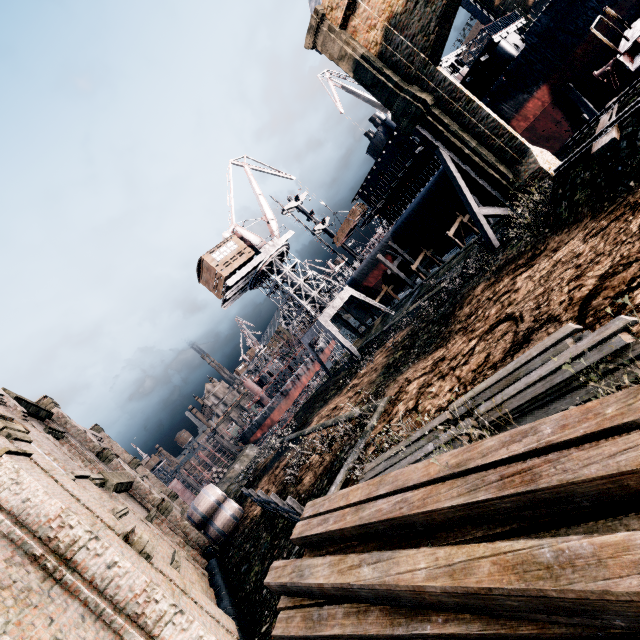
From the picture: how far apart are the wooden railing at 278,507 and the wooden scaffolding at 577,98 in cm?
3217

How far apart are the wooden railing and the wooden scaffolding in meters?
32.2 m

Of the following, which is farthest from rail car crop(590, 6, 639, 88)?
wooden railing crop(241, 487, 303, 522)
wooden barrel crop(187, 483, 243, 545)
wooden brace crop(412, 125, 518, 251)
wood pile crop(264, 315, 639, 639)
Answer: wooden barrel crop(187, 483, 243, 545)

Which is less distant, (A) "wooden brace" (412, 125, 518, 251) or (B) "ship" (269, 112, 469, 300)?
(A) "wooden brace" (412, 125, 518, 251)

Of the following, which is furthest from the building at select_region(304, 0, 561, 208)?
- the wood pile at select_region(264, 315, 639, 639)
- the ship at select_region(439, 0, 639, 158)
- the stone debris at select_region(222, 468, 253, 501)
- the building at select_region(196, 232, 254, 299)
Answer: the building at select_region(196, 232, 254, 299)

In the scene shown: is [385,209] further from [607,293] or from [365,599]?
[365,599]

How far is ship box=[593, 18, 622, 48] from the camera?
22.5m

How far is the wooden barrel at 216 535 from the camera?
19.11m
